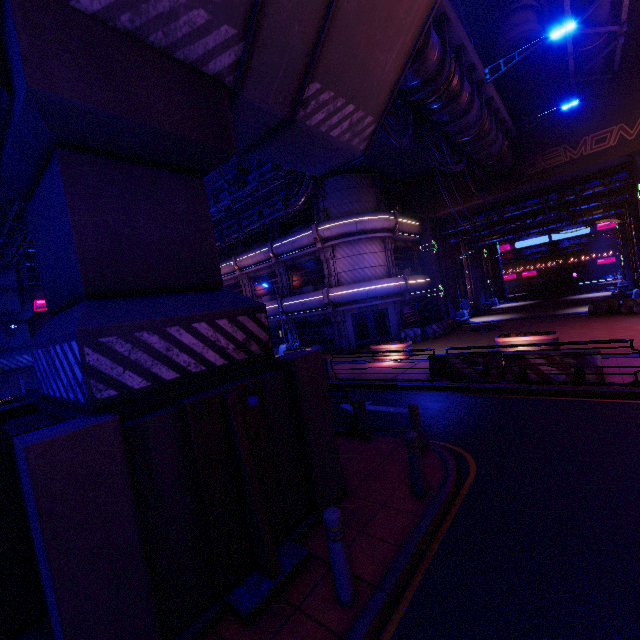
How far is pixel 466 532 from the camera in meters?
4.7

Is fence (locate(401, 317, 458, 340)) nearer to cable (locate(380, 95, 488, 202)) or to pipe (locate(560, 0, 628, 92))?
cable (locate(380, 95, 488, 202))

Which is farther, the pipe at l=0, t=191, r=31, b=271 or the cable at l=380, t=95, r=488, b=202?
the pipe at l=0, t=191, r=31, b=271

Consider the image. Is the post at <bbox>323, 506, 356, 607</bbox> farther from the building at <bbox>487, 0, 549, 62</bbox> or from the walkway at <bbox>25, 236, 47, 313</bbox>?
the walkway at <bbox>25, 236, 47, 313</bbox>

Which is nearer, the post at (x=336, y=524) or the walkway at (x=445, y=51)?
the post at (x=336, y=524)

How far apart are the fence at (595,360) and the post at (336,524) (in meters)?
8.94

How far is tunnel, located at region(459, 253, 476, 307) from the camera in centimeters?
3356cm

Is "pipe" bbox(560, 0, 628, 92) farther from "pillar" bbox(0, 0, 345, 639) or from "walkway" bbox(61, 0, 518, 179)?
"pillar" bbox(0, 0, 345, 639)
